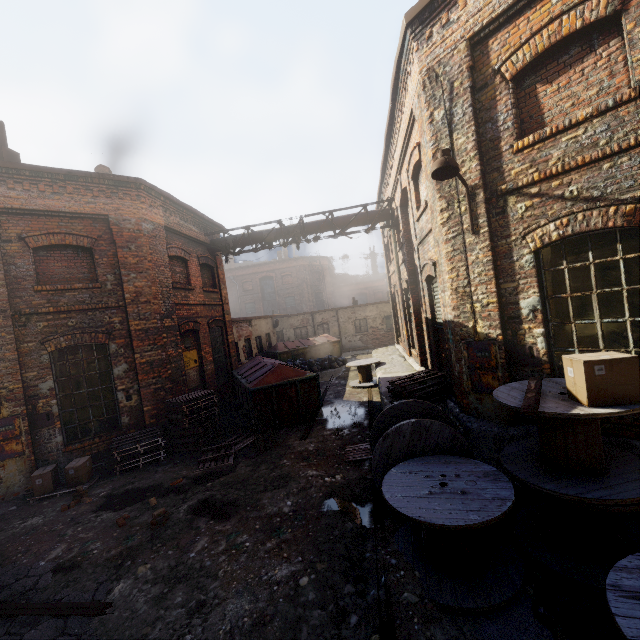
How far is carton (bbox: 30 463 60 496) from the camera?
7.1 meters

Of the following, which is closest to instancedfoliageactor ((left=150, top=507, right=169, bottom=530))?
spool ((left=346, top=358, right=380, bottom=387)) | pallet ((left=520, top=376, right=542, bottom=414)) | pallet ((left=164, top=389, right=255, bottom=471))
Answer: pallet ((left=164, top=389, right=255, bottom=471))

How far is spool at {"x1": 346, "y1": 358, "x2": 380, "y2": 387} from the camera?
13.3 meters

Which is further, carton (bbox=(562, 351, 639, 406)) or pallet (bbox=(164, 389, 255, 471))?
pallet (bbox=(164, 389, 255, 471))

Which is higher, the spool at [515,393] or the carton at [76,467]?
the spool at [515,393]

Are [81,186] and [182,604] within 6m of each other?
no

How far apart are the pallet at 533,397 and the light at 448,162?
2.52m

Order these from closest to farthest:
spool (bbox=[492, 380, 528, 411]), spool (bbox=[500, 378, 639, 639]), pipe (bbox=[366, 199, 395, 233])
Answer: spool (bbox=[500, 378, 639, 639]), spool (bbox=[492, 380, 528, 411]), pipe (bbox=[366, 199, 395, 233])
